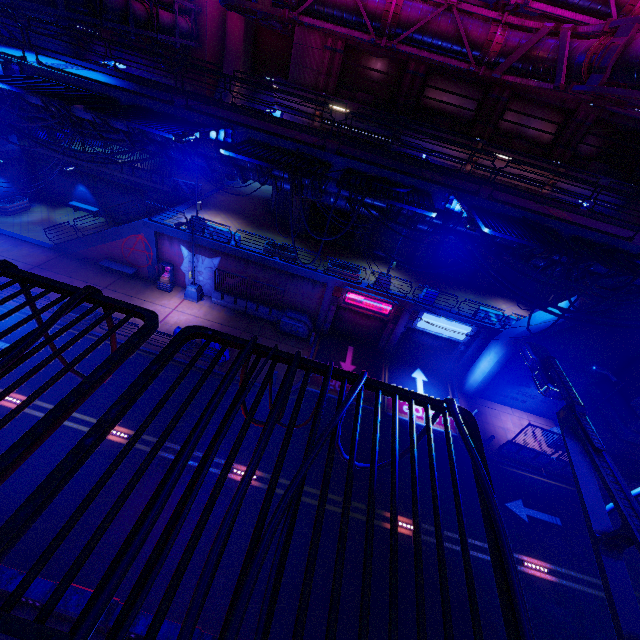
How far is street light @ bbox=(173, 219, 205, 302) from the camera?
19.3 meters

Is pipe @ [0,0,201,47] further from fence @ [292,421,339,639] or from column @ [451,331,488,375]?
column @ [451,331,488,375]

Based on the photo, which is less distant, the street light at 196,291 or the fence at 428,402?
the fence at 428,402

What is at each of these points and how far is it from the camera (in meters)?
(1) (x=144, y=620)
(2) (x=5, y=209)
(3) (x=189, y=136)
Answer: (1) sign, 2.57
(2) plant holder, 25.41
(3) street light, 8.32

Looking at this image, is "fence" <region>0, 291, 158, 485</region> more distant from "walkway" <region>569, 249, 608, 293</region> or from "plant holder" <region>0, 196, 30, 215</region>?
"plant holder" <region>0, 196, 30, 215</region>

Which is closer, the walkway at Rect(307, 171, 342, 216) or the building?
the walkway at Rect(307, 171, 342, 216)

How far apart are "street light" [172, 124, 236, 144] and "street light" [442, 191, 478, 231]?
7.2 meters

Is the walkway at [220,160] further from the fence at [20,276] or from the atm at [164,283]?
the fence at [20,276]
